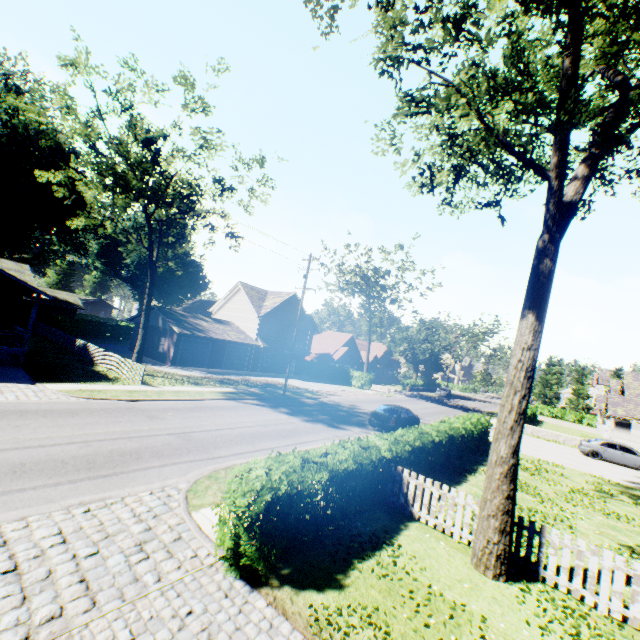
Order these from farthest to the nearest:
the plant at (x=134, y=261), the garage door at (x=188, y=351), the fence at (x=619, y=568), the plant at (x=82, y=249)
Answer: the plant at (x=134, y=261) → the garage door at (x=188, y=351) → the plant at (x=82, y=249) → the fence at (x=619, y=568)

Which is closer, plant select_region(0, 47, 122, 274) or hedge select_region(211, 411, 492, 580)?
hedge select_region(211, 411, 492, 580)

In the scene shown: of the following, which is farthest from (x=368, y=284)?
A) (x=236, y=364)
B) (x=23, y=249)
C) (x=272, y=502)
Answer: (x=23, y=249)

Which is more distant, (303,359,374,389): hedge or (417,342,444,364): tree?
(417,342,444,364): tree

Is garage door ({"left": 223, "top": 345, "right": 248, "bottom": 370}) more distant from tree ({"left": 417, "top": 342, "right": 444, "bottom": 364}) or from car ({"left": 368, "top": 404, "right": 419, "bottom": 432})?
car ({"left": 368, "top": 404, "right": 419, "bottom": 432})

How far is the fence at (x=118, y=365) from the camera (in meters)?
20.88

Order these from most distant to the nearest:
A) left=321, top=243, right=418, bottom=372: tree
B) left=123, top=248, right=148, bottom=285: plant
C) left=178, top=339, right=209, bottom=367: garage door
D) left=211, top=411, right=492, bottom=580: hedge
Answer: left=123, top=248, right=148, bottom=285: plant
left=321, top=243, right=418, bottom=372: tree
left=178, top=339, right=209, bottom=367: garage door
left=211, top=411, right=492, bottom=580: hedge

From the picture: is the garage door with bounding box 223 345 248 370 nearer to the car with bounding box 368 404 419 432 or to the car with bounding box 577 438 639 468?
the car with bounding box 368 404 419 432
